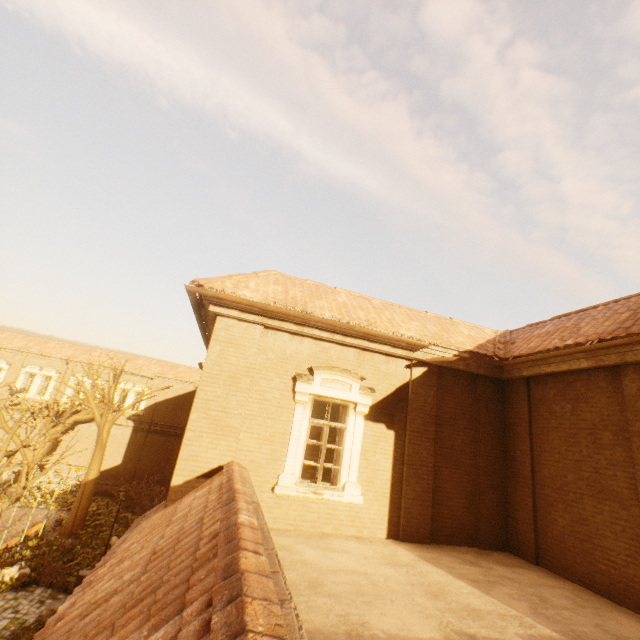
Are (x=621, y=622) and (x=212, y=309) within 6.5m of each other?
no

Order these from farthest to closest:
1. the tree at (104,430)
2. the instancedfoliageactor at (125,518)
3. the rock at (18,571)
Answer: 1. the instancedfoliageactor at (125,518)
2. the rock at (18,571)
3. the tree at (104,430)

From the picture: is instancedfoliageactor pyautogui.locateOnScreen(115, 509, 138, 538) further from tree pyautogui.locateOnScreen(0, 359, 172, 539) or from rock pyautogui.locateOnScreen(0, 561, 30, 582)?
rock pyautogui.locateOnScreen(0, 561, 30, 582)

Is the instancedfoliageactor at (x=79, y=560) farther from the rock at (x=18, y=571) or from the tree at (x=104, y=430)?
the tree at (x=104, y=430)

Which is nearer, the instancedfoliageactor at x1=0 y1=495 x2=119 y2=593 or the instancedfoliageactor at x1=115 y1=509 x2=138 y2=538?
the instancedfoliageactor at x1=0 y1=495 x2=119 y2=593

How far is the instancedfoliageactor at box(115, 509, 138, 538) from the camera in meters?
20.6

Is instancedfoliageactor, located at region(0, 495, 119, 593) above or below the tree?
below

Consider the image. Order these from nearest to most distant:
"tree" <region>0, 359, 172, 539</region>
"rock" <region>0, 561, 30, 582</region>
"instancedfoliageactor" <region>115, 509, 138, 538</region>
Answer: "tree" <region>0, 359, 172, 539</region> < "rock" <region>0, 561, 30, 582</region> < "instancedfoliageactor" <region>115, 509, 138, 538</region>
